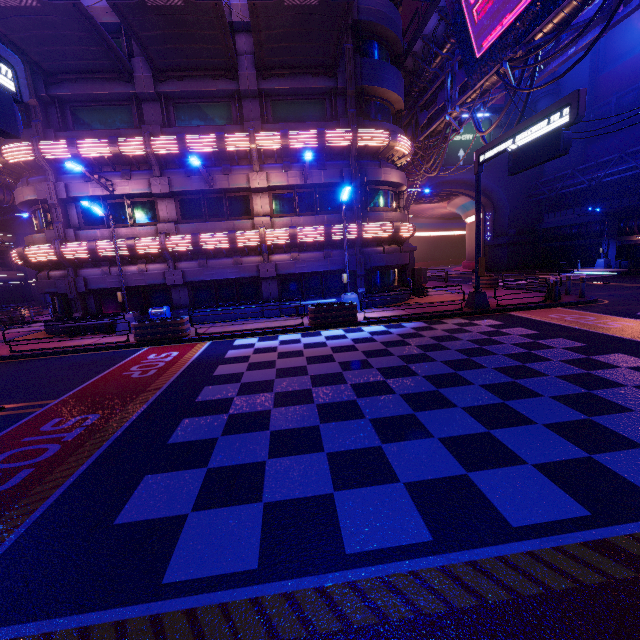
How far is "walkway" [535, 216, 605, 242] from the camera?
33.81m

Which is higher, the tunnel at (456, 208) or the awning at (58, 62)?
the awning at (58, 62)

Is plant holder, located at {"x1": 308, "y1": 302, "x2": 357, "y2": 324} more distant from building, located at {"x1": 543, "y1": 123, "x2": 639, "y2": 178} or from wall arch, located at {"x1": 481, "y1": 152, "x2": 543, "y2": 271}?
building, located at {"x1": 543, "y1": 123, "x2": 639, "y2": 178}

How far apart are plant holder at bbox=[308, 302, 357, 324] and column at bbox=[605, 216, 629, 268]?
32.69m

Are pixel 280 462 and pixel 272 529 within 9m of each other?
yes

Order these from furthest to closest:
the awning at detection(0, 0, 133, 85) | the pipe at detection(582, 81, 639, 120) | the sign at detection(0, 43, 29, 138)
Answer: the pipe at detection(582, 81, 639, 120), the awning at detection(0, 0, 133, 85), the sign at detection(0, 43, 29, 138)

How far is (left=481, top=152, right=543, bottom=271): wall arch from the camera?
40.1 meters

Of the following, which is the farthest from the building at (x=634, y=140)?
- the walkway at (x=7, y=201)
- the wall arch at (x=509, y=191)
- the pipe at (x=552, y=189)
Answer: the walkway at (x=7, y=201)
